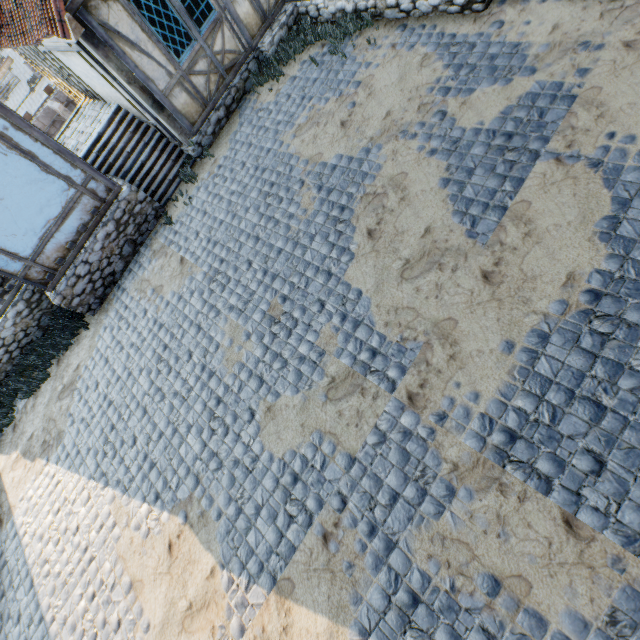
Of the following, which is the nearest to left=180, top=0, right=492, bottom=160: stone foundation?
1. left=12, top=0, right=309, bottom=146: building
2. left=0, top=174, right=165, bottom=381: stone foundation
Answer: left=12, top=0, right=309, bottom=146: building

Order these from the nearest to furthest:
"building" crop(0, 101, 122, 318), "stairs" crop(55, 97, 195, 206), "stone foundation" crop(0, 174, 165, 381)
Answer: "building" crop(0, 101, 122, 318) → "stone foundation" crop(0, 174, 165, 381) → "stairs" crop(55, 97, 195, 206)

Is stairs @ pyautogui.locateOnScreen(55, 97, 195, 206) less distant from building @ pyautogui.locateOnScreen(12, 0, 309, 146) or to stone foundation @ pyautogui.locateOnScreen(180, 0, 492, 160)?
building @ pyautogui.locateOnScreen(12, 0, 309, 146)

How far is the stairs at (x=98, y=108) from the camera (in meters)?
8.34

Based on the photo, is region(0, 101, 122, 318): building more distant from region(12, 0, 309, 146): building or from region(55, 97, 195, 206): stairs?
region(12, 0, 309, 146): building

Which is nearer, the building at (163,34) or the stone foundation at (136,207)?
the building at (163,34)

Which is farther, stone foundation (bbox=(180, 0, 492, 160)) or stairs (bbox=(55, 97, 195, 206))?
stairs (bbox=(55, 97, 195, 206))

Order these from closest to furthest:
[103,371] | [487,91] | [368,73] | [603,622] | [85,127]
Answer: [603,622]
[487,91]
[368,73]
[103,371]
[85,127]
